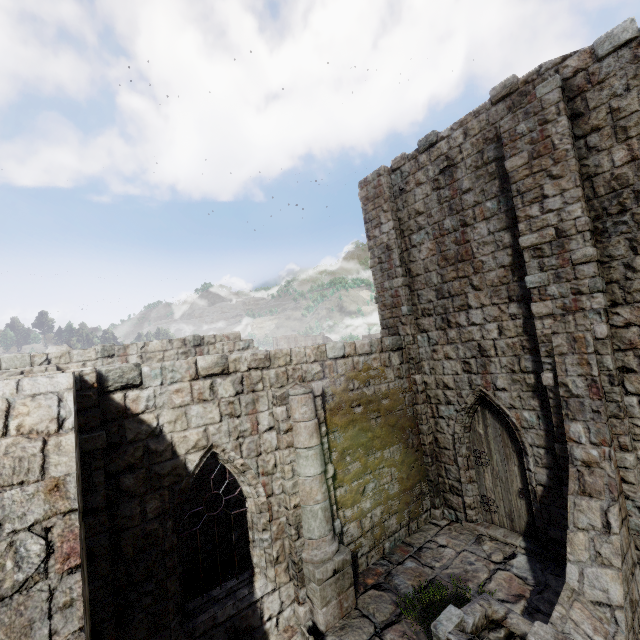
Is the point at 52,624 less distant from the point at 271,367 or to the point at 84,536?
the point at 84,536
